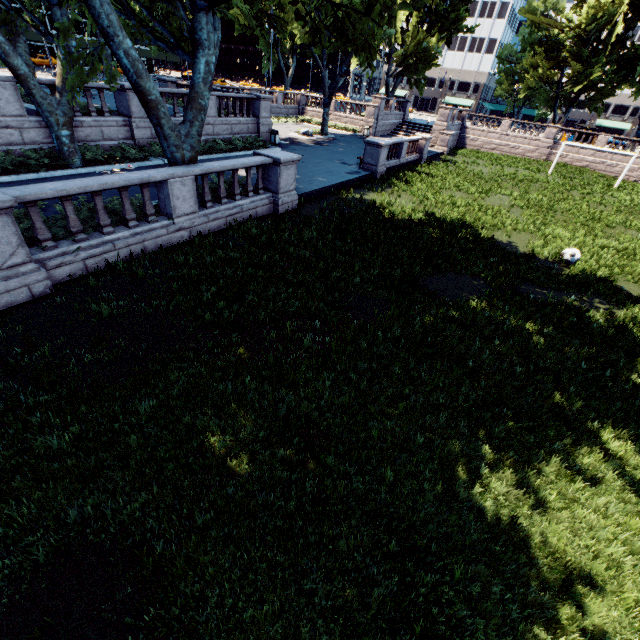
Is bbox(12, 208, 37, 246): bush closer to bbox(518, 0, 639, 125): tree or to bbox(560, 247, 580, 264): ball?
bbox(518, 0, 639, 125): tree

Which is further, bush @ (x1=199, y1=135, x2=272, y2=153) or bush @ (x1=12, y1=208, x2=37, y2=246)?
bush @ (x1=199, y1=135, x2=272, y2=153)

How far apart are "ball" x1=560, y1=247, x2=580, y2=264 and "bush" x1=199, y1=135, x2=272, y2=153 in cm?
1901

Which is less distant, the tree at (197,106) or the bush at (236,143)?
the tree at (197,106)

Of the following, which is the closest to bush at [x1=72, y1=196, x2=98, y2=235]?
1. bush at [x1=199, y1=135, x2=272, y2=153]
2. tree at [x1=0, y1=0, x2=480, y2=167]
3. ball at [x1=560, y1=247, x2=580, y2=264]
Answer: tree at [x1=0, y1=0, x2=480, y2=167]

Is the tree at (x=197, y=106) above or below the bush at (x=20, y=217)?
above

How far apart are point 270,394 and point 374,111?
41.1m
